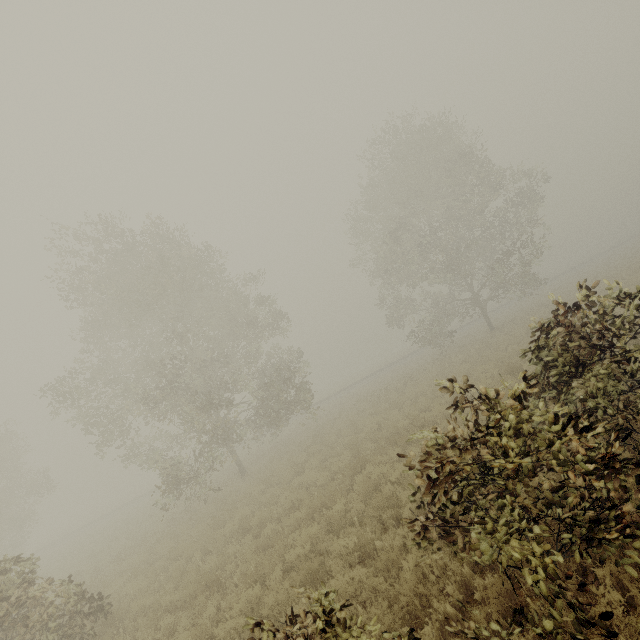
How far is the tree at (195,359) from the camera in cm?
1647

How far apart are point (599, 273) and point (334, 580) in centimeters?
3448cm

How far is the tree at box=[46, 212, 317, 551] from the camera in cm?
1647
